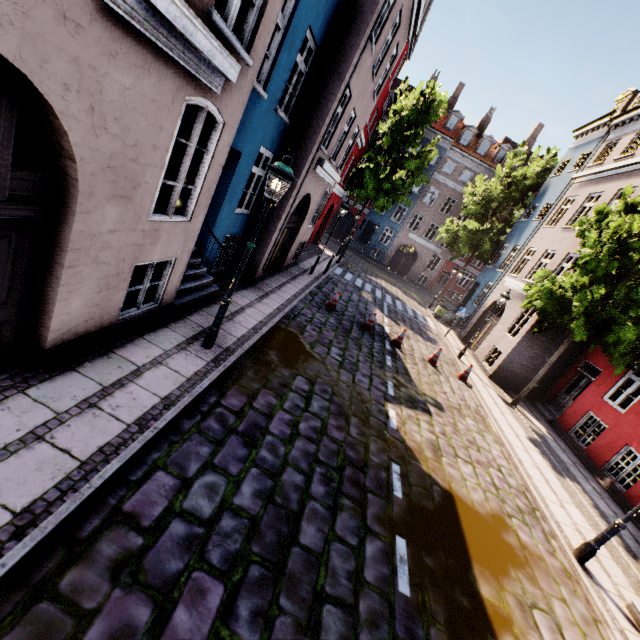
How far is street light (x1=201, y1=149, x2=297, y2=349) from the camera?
5.05m

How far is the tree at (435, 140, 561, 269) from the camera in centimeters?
2177cm

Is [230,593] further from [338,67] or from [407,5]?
[407,5]

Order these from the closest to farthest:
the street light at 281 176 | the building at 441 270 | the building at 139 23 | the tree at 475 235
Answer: the building at 139 23 → the street light at 281 176 → the tree at 475 235 → the building at 441 270

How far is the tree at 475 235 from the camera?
21.8m

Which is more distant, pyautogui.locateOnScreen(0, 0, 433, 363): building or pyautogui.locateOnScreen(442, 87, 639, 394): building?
pyautogui.locateOnScreen(442, 87, 639, 394): building

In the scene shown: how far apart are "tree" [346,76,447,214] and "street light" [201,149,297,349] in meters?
20.4

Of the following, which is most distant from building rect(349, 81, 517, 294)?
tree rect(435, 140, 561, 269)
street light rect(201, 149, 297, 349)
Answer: street light rect(201, 149, 297, 349)
